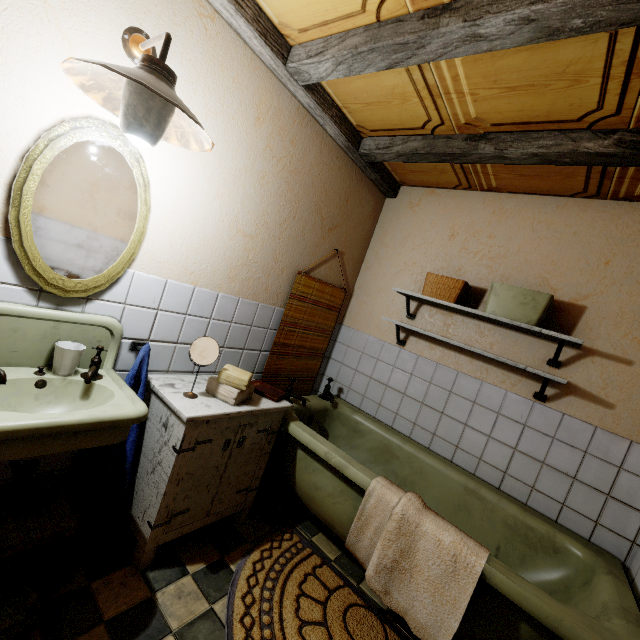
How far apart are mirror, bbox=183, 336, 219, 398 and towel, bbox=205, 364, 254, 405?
0.12m

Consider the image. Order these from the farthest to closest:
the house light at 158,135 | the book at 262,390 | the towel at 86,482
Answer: the book at 262,390
the towel at 86,482
the house light at 158,135

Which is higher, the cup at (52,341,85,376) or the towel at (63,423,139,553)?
the cup at (52,341,85,376)

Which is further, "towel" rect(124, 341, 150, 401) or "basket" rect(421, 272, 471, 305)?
"basket" rect(421, 272, 471, 305)

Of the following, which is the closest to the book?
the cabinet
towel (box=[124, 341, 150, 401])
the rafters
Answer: the cabinet

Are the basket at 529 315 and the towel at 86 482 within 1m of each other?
no

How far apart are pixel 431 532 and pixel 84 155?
2.30m

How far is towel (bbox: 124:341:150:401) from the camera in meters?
1.7
